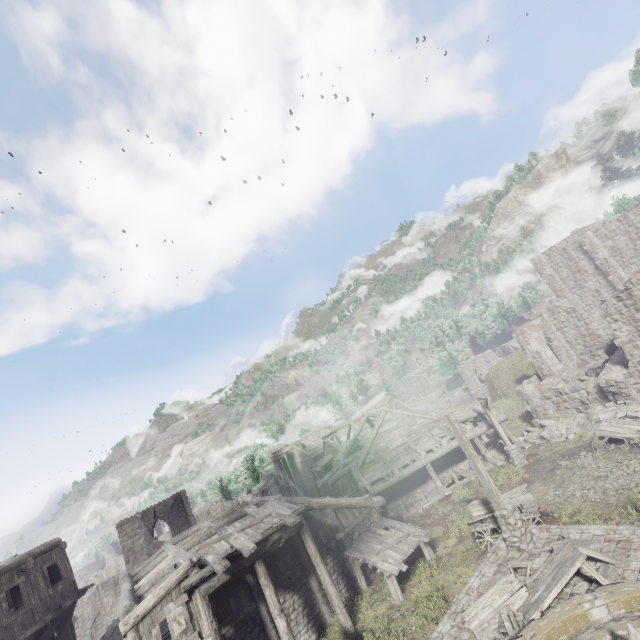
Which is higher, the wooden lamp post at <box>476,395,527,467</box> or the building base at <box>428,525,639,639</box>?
the building base at <box>428,525,639,639</box>

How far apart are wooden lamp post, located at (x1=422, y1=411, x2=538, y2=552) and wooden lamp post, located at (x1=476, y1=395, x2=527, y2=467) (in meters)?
9.47

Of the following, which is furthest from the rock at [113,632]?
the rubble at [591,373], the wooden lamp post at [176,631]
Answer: the rubble at [591,373]

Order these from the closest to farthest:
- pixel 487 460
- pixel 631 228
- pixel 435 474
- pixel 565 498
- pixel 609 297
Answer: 1. pixel 565 498
2. pixel 435 474
3. pixel 487 460
4. pixel 631 228
5. pixel 609 297

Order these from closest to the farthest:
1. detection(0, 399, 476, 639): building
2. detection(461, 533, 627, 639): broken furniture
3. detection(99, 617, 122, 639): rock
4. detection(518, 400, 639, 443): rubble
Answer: detection(461, 533, 627, 639): broken furniture
detection(0, 399, 476, 639): building
detection(518, 400, 639, 443): rubble
detection(99, 617, 122, 639): rock

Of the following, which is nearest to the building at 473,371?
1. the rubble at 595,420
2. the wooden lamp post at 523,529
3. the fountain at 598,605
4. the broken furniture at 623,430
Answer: the rubble at 595,420

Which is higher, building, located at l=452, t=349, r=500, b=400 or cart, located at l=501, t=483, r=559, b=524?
building, located at l=452, t=349, r=500, b=400

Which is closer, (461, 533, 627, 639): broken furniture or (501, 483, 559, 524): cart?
(461, 533, 627, 639): broken furniture
